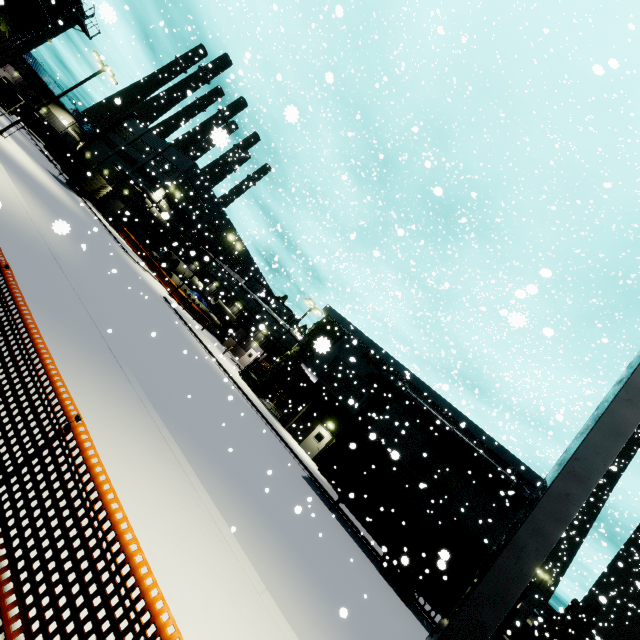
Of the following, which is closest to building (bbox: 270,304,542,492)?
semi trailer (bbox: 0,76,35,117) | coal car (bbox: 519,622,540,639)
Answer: coal car (bbox: 519,622,540,639)

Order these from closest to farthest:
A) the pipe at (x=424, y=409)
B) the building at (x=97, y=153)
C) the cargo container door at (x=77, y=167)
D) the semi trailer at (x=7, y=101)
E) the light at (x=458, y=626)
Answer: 1. the light at (x=458, y=626)
2. the pipe at (x=424, y=409)
3. the cargo container door at (x=77, y=167)
4. the semi trailer at (x=7, y=101)
5. the building at (x=97, y=153)

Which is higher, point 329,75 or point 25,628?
point 329,75

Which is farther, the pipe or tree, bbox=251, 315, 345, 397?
the pipe

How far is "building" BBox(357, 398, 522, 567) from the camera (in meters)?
21.23

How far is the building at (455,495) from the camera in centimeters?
2123cm

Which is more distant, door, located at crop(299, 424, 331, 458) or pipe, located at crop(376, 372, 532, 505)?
door, located at crop(299, 424, 331, 458)

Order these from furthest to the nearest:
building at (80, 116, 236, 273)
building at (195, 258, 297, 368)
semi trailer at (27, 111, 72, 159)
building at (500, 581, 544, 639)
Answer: building at (80, 116, 236, 273) → semi trailer at (27, 111, 72, 159) → building at (195, 258, 297, 368) → building at (500, 581, 544, 639)
